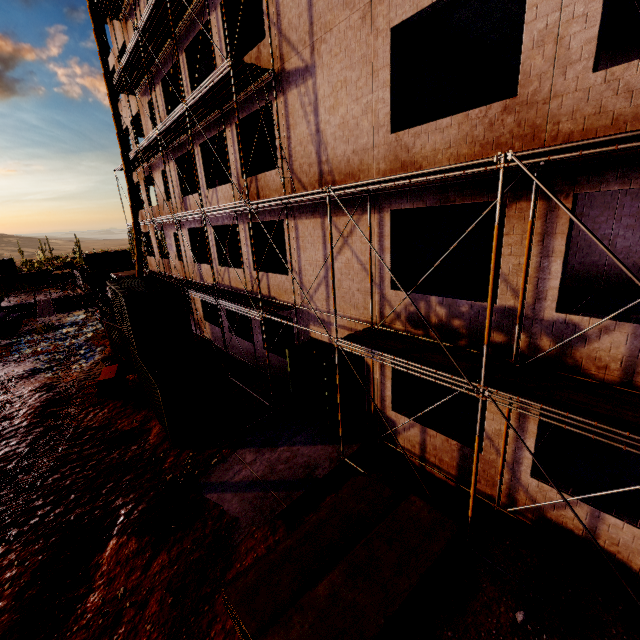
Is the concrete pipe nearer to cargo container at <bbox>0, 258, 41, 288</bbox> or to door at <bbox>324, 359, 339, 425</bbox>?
door at <bbox>324, 359, 339, 425</bbox>

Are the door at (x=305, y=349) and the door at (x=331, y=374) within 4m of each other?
yes

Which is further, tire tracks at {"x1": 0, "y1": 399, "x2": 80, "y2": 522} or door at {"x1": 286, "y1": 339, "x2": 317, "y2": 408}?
door at {"x1": 286, "y1": 339, "x2": 317, "y2": 408}

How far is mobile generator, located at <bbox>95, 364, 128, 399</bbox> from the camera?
14.82m

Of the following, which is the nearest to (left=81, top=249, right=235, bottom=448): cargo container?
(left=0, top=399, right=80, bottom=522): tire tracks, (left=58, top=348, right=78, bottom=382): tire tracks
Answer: (left=58, top=348, right=78, bottom=382): tire tracks

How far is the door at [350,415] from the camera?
10.92m

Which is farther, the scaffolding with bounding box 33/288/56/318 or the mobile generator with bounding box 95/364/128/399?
the scaffolding with bounding box 33/288/56/318

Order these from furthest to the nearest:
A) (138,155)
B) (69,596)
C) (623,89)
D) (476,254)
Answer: (138,155) → (476,254) → (69,596) → (623,89)
